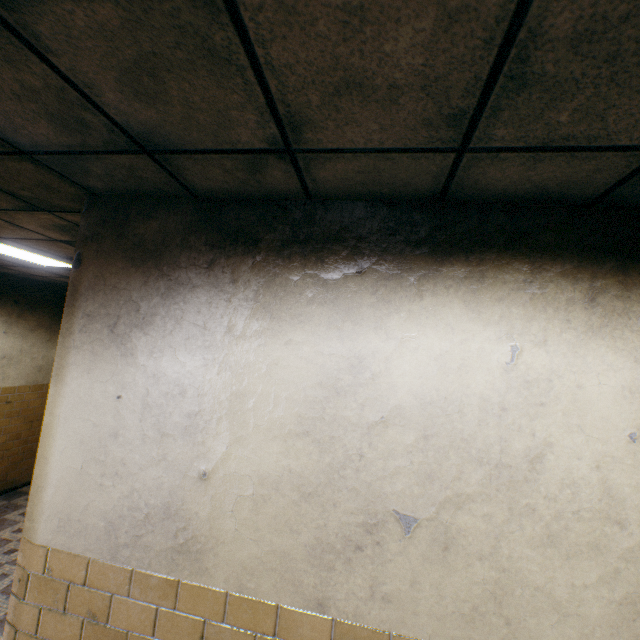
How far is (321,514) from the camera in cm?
153
